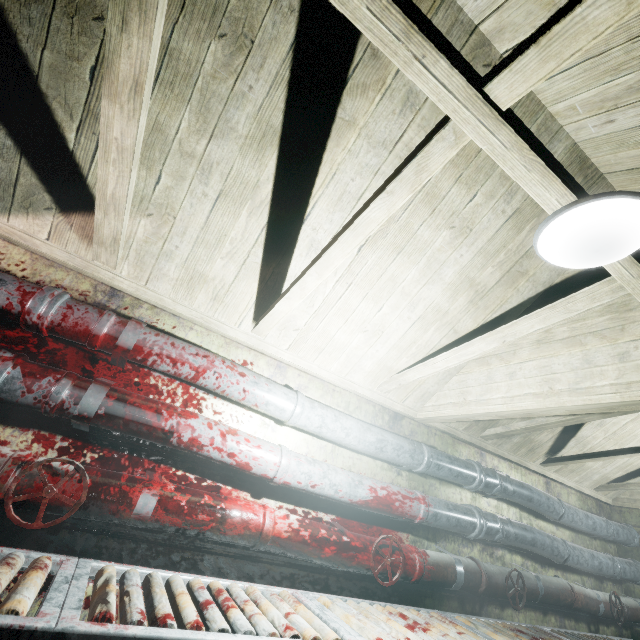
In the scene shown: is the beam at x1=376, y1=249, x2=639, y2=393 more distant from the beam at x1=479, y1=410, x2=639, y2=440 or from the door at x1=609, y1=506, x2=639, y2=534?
the door at x1=609, y1=506, x2=639, y2=534

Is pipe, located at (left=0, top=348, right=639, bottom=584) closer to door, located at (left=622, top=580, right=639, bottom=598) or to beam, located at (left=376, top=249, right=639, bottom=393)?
door, located at (left=622, top=580, right=639, bottom=598)

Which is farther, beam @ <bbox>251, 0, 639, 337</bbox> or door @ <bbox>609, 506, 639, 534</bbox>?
door @ <bbox>609, 506, 639, 534</bbox>

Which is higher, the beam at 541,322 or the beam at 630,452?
the beam at 630,452

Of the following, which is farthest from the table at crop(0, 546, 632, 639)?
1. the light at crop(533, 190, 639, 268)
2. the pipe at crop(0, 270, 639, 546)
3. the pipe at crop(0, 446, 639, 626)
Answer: the light at crop(533, 190, 639, 268)

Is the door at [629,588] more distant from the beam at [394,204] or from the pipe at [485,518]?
the beam at [394,204]

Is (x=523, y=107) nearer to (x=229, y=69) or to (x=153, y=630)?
(x=229, y=69)

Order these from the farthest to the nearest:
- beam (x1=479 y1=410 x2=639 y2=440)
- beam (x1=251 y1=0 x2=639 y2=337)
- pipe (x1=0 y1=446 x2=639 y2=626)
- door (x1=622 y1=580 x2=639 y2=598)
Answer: door (x1=622 y1=580 x2=639 y2=598), beam (x1=479 y1=410 x2=639 y2=440), pipe (x1=0 y1=446 x2=639 y2=626), beam (x1=251 y1=0 x2=639 y2=337)
